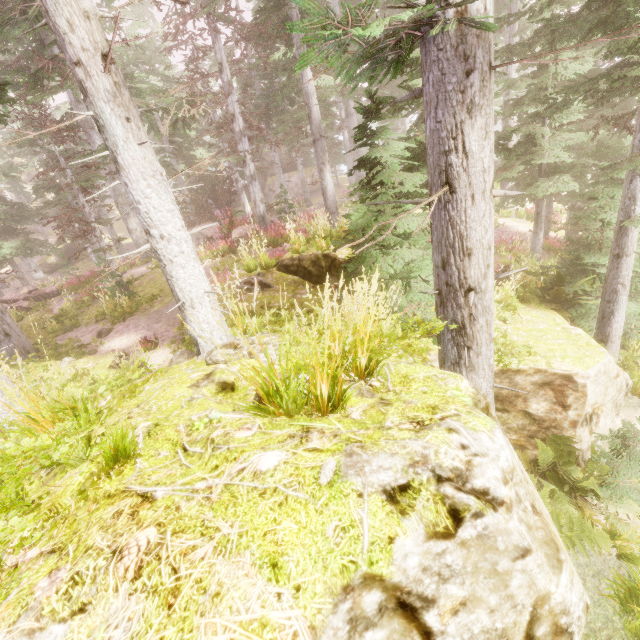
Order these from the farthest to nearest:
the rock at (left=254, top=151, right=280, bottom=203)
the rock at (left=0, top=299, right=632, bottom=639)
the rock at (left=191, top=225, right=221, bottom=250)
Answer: the rock at (left=254, top=151, right=280, bottom=203) < the rock at (left=191, top=225, right=221, bottom=250) < the rock at (left=0, top=299, right=632, bottom=639)

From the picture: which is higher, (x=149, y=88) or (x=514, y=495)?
(x=149, y=88)

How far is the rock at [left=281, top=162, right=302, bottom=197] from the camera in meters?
37.8

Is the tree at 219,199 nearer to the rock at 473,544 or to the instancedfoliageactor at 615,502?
the instancedfoliageactor at 615,502

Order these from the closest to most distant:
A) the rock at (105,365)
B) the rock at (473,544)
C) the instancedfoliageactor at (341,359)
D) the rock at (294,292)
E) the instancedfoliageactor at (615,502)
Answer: the rock at (473,544), the instancedfoliageactor at (341,359), the instancedfoliageactor at (615,502), the rock at (105,365), the rock at (294,292)

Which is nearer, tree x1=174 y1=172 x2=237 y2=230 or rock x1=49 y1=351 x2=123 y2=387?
rock x1=49 y1=351 x2=123 y2=387

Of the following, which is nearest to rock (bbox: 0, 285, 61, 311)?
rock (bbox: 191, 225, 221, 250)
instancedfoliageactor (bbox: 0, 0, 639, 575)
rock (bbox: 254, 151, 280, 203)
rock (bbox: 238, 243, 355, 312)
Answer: instancedfoliageactor (bbox: 0, 0, 639, 575)

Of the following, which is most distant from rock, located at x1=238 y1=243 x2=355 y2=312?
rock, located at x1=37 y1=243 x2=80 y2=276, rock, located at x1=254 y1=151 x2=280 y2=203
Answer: rock, located at x1=37 y1=243 x2=80 y2=276
